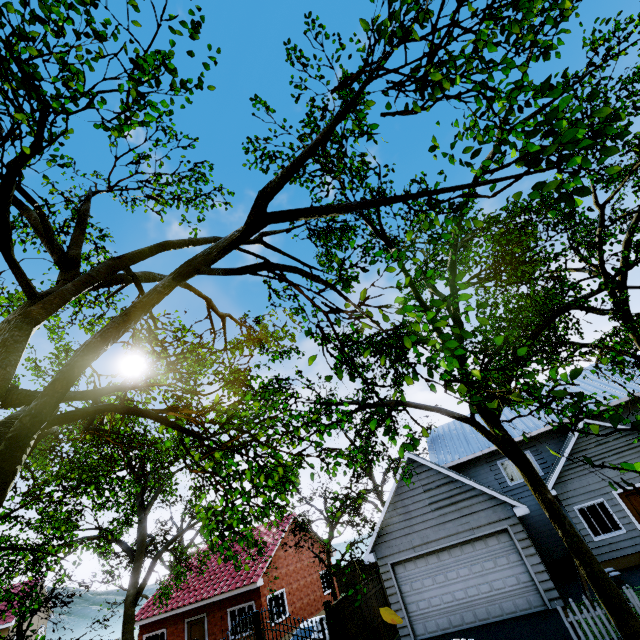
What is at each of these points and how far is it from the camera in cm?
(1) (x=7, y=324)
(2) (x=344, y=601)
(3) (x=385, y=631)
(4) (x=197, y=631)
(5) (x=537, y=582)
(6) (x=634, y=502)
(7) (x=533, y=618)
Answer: (1) tree, 438
(2) fence, 1343
(3) fence, 1516
(4) door, 1962
(5) garage door, 1138
(6) door, 1459
(7) garage entrance, 1080

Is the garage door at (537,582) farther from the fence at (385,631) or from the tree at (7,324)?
the fence at (385,631)

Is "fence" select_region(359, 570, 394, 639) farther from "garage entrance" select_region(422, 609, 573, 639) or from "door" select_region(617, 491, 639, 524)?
"door" select_region(617, 491, 639, 524)

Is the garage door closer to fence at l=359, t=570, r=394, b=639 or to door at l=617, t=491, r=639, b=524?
fence at l=359, t=570, r=394, b=639

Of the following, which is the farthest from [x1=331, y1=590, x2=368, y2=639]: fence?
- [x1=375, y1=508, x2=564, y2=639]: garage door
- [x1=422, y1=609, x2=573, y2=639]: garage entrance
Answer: [x1=375, y1=508, x2=564, y2=639]: garage door

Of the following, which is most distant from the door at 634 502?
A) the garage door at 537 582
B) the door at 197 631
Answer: the door at 197 631

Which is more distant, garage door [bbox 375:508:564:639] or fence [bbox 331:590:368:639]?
fence [bbox 331:590:368:639]

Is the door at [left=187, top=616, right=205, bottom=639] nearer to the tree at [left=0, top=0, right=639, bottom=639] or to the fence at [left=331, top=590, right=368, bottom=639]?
the tree at [left=0, top=0, right=639, bottom=639]
